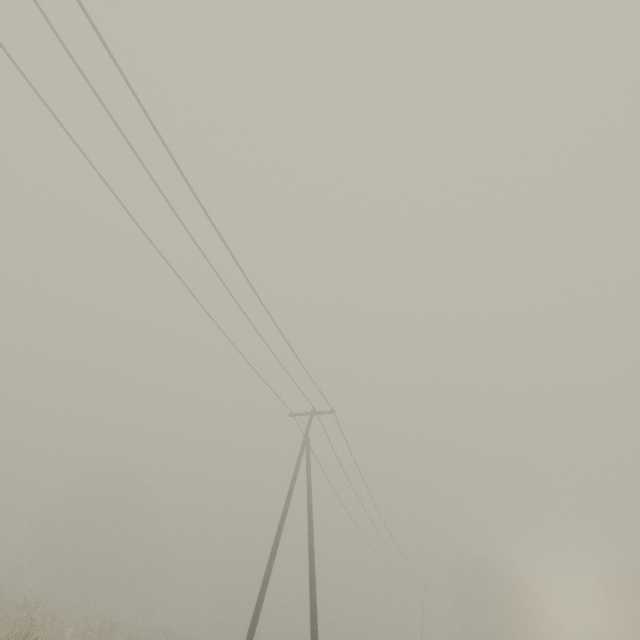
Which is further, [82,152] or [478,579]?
[478,579]
